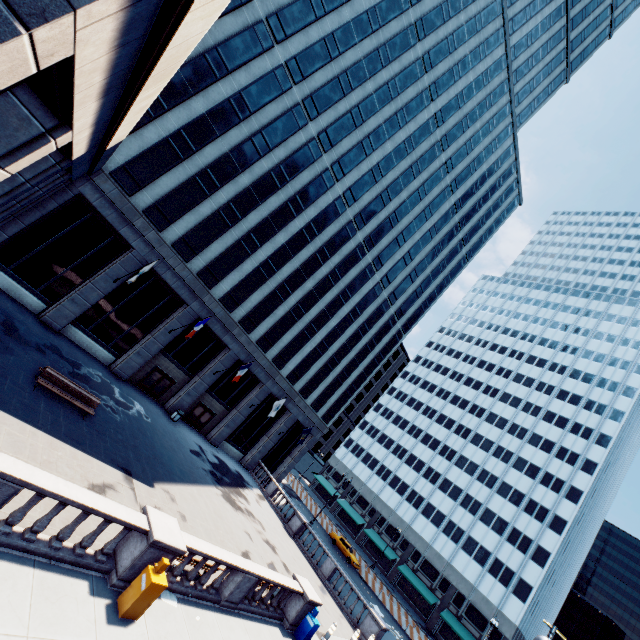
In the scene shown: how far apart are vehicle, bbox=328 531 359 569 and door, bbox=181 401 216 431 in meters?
24.5

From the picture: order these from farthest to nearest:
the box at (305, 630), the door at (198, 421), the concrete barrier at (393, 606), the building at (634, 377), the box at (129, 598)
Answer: the building at (634, 377)
the concrete barrier at (393, 606)
the door at (198, 421)
the box at (305, 630)
the box at (129, 598)

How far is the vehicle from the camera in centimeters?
3984cm

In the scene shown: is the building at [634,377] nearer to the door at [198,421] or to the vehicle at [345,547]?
the vehicle at [345,547]

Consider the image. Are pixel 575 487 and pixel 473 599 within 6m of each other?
no

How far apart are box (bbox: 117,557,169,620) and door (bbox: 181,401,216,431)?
22.6 meters

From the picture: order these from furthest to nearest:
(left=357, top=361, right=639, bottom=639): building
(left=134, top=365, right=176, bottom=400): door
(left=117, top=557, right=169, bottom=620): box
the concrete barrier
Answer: (left=357, top=361, right=639, bottom=639): building, the concrete barrier, (left=134, top=365, right=176, bottom=400): door, (left=117, top=557, right=169, bottom=620): box

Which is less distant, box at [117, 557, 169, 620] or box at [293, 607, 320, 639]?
box at [117, 557, 169, 620]
